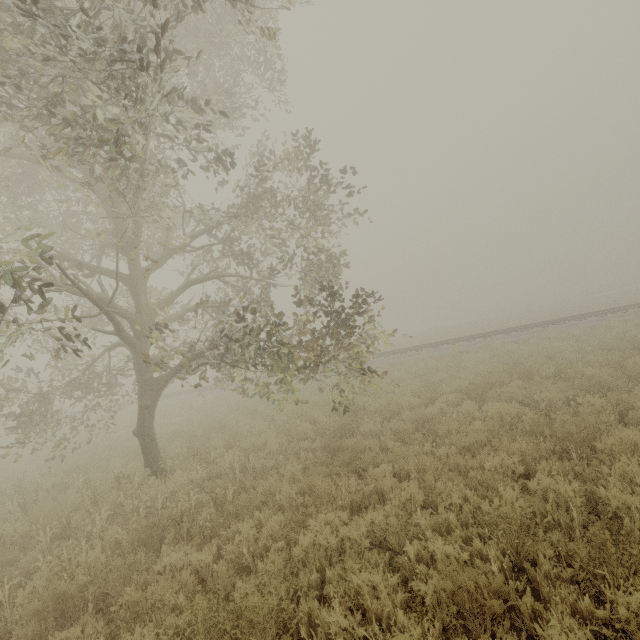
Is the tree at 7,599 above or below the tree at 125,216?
below

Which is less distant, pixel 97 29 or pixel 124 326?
pixel 97 29

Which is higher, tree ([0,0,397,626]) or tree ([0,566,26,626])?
tree ([0,0,397,626])
